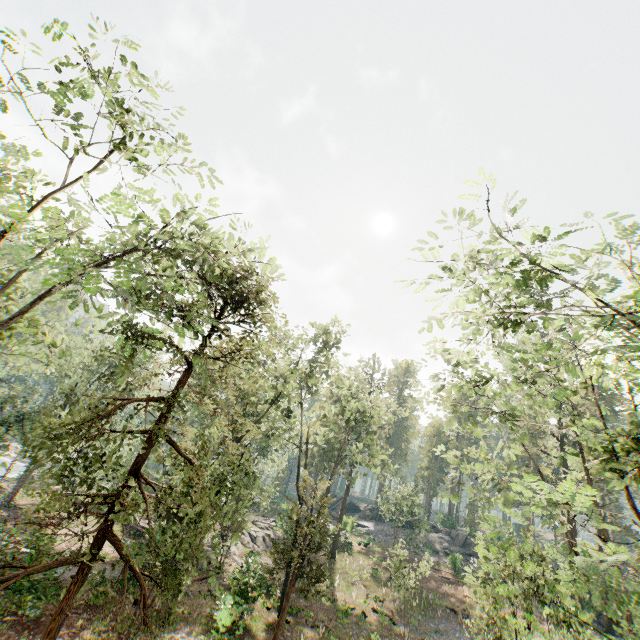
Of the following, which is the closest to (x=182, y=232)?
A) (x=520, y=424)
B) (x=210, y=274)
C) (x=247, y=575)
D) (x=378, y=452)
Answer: (x=210, y=274)

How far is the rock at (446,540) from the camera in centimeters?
4356cm

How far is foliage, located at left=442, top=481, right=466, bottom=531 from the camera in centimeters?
1664cm

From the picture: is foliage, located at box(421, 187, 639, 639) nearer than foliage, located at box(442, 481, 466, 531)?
Yes

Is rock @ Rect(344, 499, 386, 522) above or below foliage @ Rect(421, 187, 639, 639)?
below

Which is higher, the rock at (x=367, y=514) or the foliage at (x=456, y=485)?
the foliage at (x=456, y=485)

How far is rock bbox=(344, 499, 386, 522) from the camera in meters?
52.2
